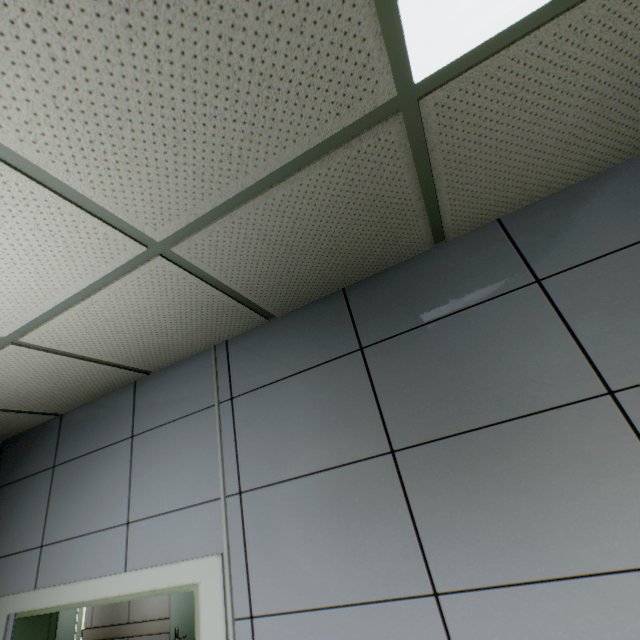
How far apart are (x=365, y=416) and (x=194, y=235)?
1.1 meters
